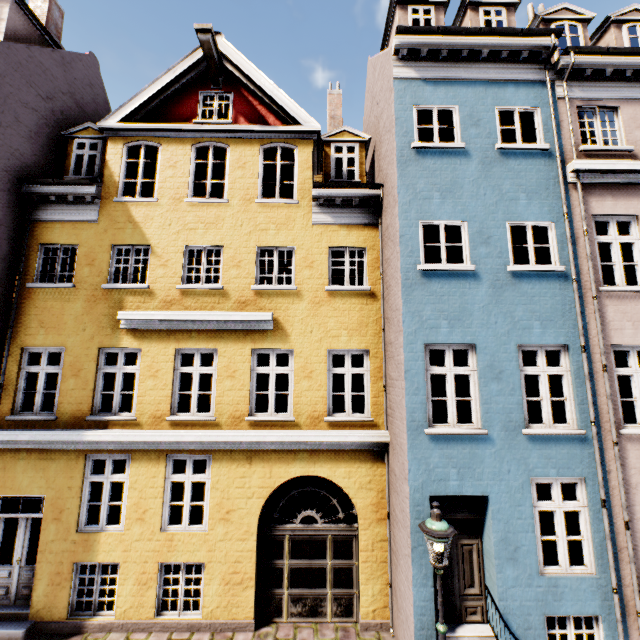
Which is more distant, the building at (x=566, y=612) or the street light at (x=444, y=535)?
the building at (x=566, y=612)

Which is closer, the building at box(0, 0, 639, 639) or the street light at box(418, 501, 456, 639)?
the street light at box(418, 501, 456, 639)

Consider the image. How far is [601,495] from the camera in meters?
6.2
